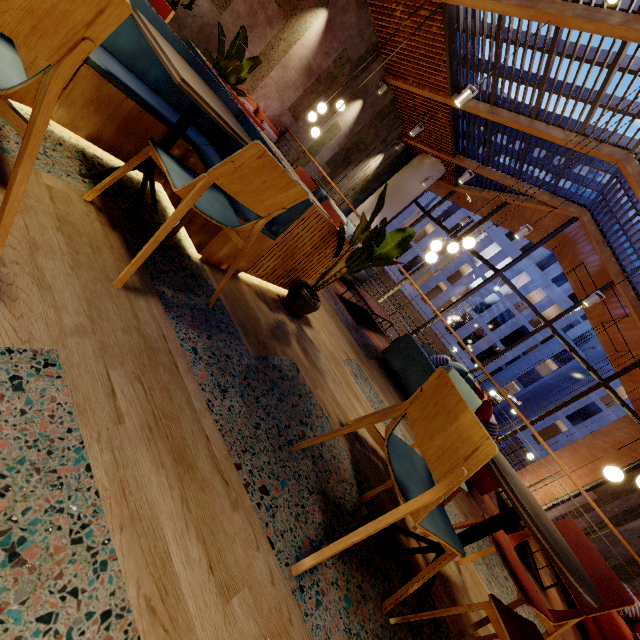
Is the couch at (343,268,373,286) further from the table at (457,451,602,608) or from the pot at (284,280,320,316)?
the table at (457,451,602,608)

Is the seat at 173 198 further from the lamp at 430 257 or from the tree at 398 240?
the lamp at 430 257

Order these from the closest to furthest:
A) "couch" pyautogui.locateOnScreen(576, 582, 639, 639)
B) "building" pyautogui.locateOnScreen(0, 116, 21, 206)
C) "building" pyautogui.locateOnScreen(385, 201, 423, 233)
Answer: "building" pyautogui.locateOnScreen(0, 116, 21, 206)
"couch" pyautogui.locateOnScreen(576, 582, 639, 639)
"building" pyautogui.locateOnScreen(385, 201, 423, 233)

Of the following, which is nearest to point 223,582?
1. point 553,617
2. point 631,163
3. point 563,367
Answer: point 553,617

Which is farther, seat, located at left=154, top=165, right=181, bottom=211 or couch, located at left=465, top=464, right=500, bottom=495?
couch, located at left=465, top=464, right=500, bottom=495

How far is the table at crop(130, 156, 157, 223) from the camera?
1.8 meters

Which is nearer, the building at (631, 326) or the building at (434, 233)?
the building at (631, 326)

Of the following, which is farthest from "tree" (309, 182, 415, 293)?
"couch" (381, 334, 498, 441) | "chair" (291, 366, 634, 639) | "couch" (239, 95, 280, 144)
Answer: "couch" (239, 95, 280, 144)
